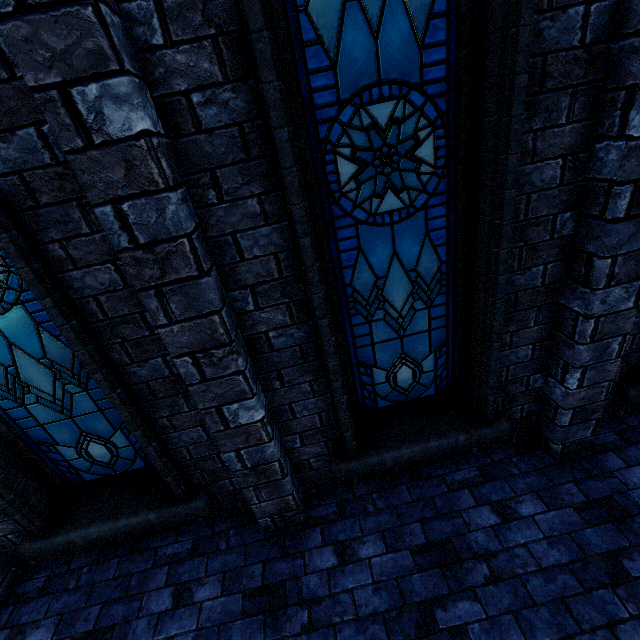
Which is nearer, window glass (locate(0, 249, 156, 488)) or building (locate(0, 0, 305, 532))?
building (locate(0, 0, 305, 532))

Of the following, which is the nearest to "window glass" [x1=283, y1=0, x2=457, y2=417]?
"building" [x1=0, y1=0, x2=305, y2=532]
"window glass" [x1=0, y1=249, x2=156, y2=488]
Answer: "building" [x1=0, y1=0, x2=305, y2=532]

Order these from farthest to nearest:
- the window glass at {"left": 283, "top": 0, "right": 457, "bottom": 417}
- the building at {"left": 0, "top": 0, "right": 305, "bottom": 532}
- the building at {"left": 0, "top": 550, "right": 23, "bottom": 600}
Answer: the building at {"left": 0, "top": 550, "right": 23, "bottom": 600} < the window glass at {"left": 283, "top": 0, "right": 457, "bottom": 417} < the building at {"left": 0, "top": 0, "right": 305, "bottom": 532}

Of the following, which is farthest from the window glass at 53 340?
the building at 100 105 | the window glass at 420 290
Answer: the window glass at 420 290

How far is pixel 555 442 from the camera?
3.1 meters

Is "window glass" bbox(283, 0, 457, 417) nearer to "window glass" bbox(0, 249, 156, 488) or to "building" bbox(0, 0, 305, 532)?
"building" bbox(0, 0, 305, 532)

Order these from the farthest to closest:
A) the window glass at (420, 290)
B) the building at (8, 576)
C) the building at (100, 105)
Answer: the building at (8, 576) → the window glass at (420, 290) → the building at (100, 105)
